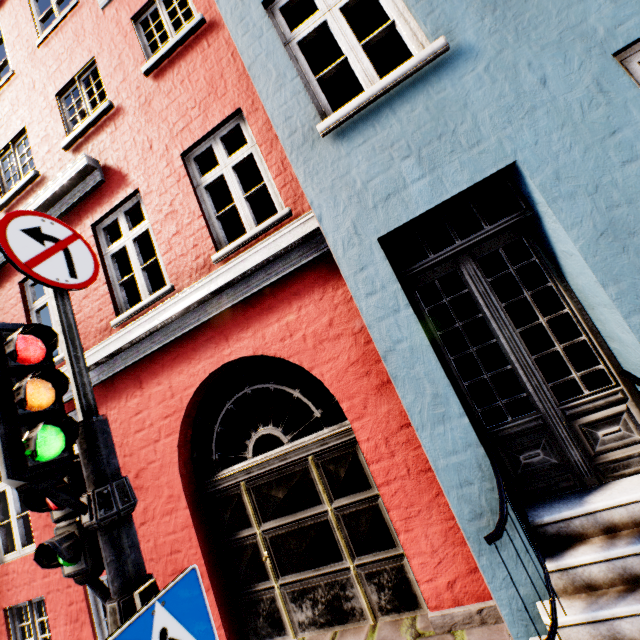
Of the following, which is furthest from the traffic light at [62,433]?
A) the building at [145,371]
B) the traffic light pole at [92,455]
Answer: the building at [145,371]

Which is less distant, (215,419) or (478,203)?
(478,203)

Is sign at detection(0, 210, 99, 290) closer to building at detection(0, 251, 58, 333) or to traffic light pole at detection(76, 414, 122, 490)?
traffic light pole at detection(76, 414, 122, 490)

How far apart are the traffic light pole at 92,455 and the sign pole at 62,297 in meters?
0.1

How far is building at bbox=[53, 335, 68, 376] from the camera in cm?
482

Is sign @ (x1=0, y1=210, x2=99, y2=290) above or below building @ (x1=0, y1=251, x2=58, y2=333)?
below

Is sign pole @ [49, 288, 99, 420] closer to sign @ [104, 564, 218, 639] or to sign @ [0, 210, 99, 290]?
sign @ [0, 210, 99, 290]

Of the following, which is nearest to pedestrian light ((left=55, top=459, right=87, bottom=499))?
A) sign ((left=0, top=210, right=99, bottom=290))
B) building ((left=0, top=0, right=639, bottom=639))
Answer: sign ((left=0, top=210, right=99, bottom=290))
